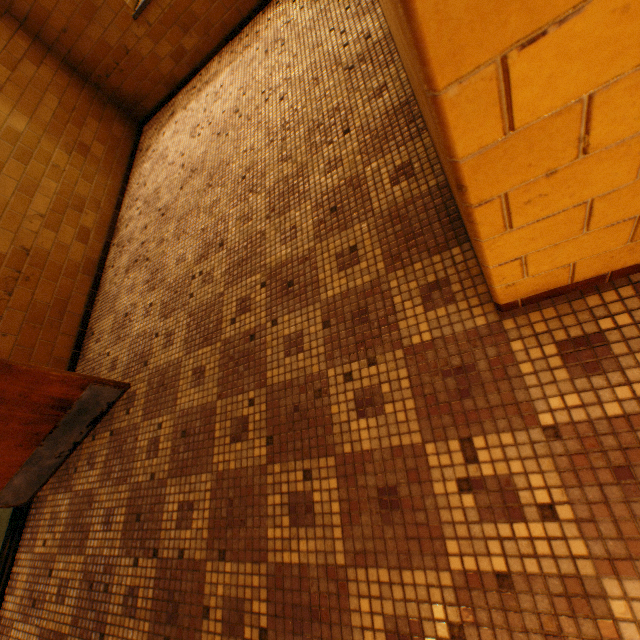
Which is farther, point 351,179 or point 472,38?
point 351,179
